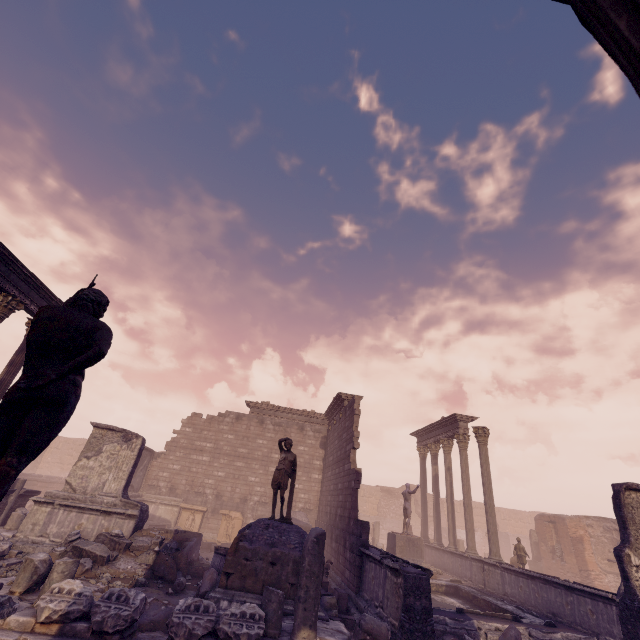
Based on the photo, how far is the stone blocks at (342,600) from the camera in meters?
7.4

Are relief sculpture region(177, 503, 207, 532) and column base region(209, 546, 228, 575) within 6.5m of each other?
no

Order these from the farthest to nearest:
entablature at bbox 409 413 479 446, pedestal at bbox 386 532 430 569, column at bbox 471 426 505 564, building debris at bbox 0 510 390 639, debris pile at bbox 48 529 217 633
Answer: entablature at bbox 409 413 479 446 < pedestal at bbox 386 532 430 569 < column at bbox 471 426 505 564 < debris pile at bbox 48 529 217 633 < building debris at bbox 0 510 390 639

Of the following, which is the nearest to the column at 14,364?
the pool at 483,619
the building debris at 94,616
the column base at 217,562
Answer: the building debris at 94,616

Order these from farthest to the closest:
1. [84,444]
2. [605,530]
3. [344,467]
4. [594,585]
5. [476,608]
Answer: [84,444], [605,530], [594,585], [344,467], [476,608]

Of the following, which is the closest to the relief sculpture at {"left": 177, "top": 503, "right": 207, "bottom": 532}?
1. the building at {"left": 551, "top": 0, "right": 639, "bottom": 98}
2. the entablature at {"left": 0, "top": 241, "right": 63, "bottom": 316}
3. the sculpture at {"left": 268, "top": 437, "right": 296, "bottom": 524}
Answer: the entablature at {"left": 0, "top": 241, "right": 63, "bottom": 316}

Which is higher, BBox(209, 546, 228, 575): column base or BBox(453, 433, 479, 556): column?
BBox(453, 433, 479, 556): column

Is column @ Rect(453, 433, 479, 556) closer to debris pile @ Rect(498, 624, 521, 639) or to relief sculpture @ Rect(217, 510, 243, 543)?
debris pile @ Rect(498, 624, 521, 639)
